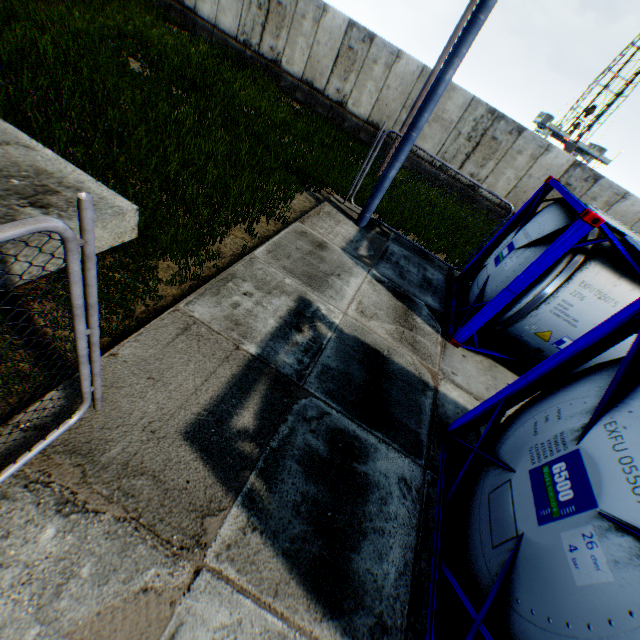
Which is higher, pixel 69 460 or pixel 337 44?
pixel 337 44

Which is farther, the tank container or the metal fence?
the tank container

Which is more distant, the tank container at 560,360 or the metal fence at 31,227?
the tank container at 560,360
